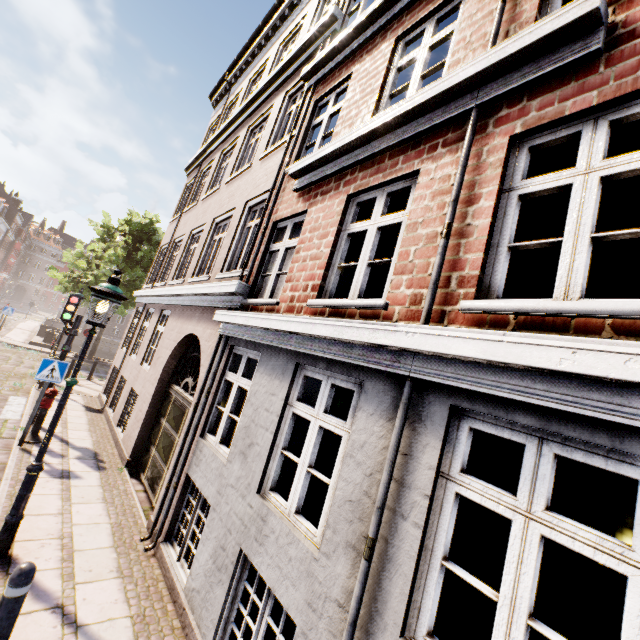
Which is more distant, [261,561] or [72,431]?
[72,431]

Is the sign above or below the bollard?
above

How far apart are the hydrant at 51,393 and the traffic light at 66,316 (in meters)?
1.64

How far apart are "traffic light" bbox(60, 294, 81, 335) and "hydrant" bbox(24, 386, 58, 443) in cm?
164

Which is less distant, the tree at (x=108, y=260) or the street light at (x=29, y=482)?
the street light at (x=29, y=482)

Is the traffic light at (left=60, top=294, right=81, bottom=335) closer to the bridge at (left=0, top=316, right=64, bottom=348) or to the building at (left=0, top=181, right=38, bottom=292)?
the bridge at (left=0, top=316, right=64, bottom=348)

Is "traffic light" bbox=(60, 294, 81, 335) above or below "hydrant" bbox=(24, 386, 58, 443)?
above

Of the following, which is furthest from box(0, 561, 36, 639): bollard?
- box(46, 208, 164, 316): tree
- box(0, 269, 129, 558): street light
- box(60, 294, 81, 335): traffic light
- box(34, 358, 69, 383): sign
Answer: box(46, 208, 164, 316): tree
